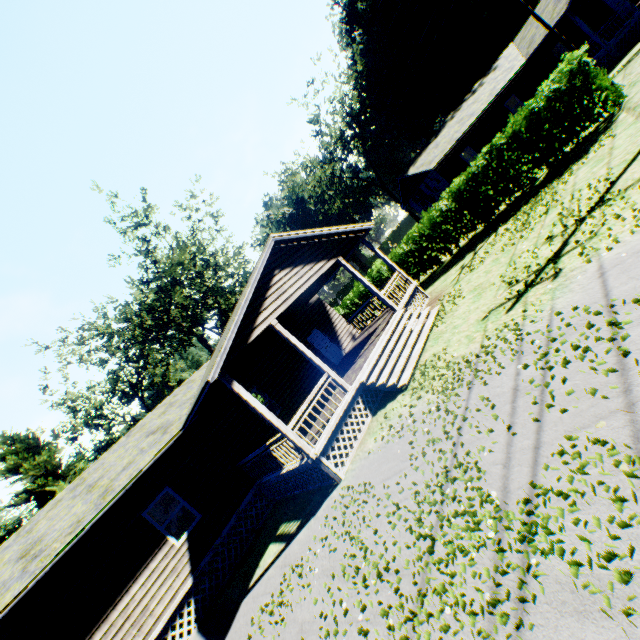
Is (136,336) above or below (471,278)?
above

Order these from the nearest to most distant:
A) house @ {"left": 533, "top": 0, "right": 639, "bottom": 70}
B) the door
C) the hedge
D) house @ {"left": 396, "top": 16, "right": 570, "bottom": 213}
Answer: the hedge → the door → house @ {"left": 533, "top": 0, "right": 639, "bottom": 70} → house @ {"left": 396, "top": 16, "right": 570, "bottom": 213}

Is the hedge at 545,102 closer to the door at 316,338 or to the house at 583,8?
the door at 316,338

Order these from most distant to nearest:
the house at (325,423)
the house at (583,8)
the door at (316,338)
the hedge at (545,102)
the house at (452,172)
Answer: the house at (452,172) < the house at (583,8) < the door at (316,338) < the hedge at (545,102) < the house at (325,423)

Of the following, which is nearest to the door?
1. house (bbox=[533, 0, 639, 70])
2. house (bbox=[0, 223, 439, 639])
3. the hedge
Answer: house (bbox=[0, 223, 439, 639])

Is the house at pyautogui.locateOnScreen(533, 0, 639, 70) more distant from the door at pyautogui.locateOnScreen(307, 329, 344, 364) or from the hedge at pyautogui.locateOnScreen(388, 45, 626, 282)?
the door at pyautogui.locateOnScreen(307, 329, 344, 364)
